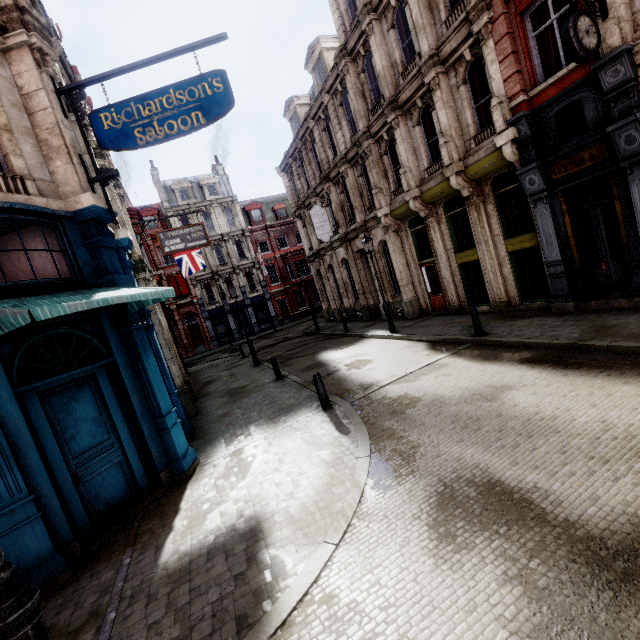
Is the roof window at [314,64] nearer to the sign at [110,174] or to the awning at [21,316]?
the sign at [110,174]

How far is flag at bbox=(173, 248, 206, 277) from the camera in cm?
2091

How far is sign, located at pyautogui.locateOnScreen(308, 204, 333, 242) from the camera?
20.8 meters

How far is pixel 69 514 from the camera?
5.49m

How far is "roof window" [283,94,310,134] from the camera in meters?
23.4

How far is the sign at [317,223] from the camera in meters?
20.8

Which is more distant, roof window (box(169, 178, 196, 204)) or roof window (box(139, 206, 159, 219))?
roof window (box(169, 178, 196, 204))

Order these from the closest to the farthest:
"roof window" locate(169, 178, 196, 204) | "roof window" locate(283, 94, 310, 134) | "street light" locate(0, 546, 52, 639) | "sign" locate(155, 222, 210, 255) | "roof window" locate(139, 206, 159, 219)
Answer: "street light" locate(0, 546, 52, 639) → "sign" locate(155, 222, 210, 255) → "roof window" locate(283, 94, 310, 134) → "roof window" locate(139, 206, 159, 219) → "roof window" locate(169, 178, 196, 204)
